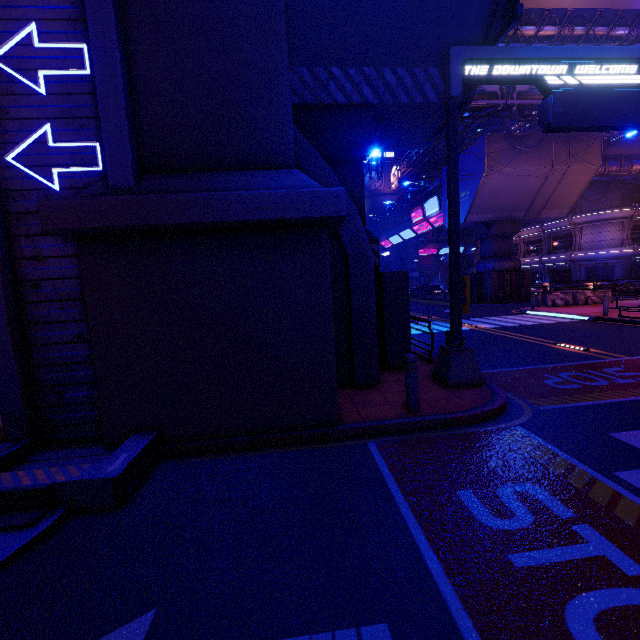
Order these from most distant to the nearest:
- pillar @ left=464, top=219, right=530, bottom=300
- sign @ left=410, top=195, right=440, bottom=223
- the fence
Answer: sign @ left=410, top=195, right=440, bottom=223, pillar @ left=464, top=219, right=530, bottom=300, the fence

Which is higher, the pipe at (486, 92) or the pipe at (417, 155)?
the pipe at (417, 155)

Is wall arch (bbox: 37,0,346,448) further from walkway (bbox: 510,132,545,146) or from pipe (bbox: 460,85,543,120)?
walkway (bbox: 510,132,545,146)

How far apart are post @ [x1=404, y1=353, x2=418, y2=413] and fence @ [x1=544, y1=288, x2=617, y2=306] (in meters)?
22.28

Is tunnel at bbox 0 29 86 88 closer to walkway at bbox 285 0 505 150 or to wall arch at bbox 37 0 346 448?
wall arch at bbox 37 0 346 448

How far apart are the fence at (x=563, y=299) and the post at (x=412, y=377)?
22.28m

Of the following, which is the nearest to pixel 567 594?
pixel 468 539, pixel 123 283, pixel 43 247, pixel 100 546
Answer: pixel 468 539

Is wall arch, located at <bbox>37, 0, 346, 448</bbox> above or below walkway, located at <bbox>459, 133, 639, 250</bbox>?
below
